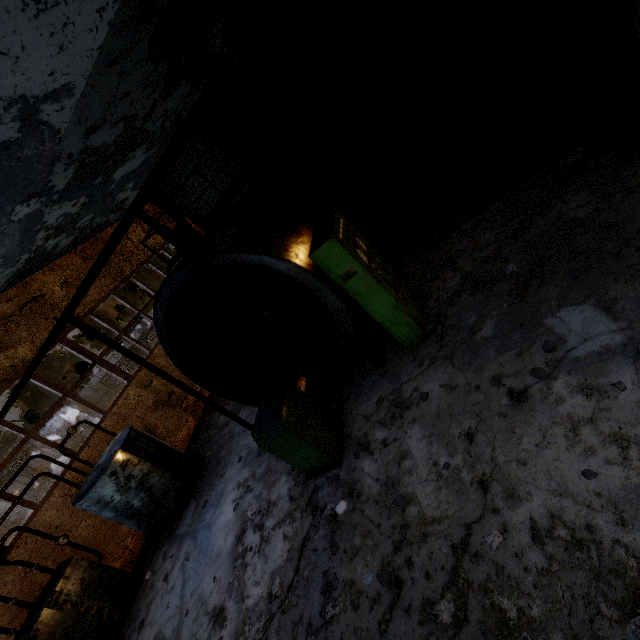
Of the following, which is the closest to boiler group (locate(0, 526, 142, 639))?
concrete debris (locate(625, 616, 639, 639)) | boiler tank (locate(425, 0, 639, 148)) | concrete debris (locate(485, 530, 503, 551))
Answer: concrete debris (locate(485, 530, 503, 551))

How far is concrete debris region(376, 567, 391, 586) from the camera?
3.47m

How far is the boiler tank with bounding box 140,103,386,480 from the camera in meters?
4.9

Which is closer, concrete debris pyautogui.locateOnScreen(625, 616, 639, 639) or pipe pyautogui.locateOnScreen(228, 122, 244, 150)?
concrete debris pyautogui.locateOnScreen(625, 616, 639, 639)

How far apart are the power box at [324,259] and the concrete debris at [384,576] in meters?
3.2

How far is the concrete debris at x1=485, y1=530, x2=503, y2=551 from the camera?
3.0 meters

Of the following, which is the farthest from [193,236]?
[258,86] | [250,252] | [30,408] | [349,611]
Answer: [30,408]

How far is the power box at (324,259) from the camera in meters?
4.7 m
